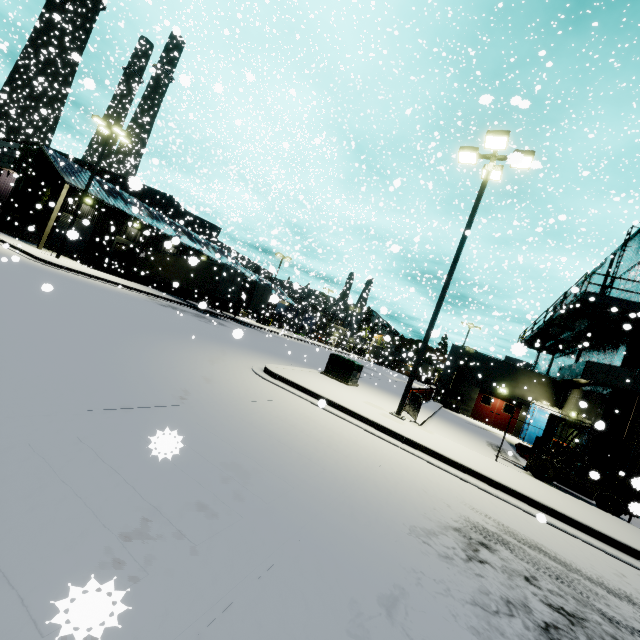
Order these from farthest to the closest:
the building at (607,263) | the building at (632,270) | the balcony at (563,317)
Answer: the building at (607,263) < the building at (632,270) < the balcony at (563,317)

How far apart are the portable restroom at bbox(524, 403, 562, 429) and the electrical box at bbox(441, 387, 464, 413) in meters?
4.0

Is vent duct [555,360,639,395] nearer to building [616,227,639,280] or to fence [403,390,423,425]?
building [616,227,639,280]

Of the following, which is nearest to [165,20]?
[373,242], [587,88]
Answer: [373,242]

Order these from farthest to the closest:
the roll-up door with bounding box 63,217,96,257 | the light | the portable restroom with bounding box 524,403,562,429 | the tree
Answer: the tree, the portable restroom with bounding box 524,403,562,429, the light, the roll-up door with bounding box 63,217,96,257

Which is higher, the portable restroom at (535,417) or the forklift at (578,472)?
the portable restroom at (535,417)

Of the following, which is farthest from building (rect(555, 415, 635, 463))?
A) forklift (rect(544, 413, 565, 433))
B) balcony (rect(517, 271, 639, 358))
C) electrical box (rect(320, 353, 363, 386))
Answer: forklift (rect(544, 413, 565, 433))

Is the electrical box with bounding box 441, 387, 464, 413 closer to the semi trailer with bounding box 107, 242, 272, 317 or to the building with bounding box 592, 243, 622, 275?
the building with bounding box 592, 243, 622, 275
